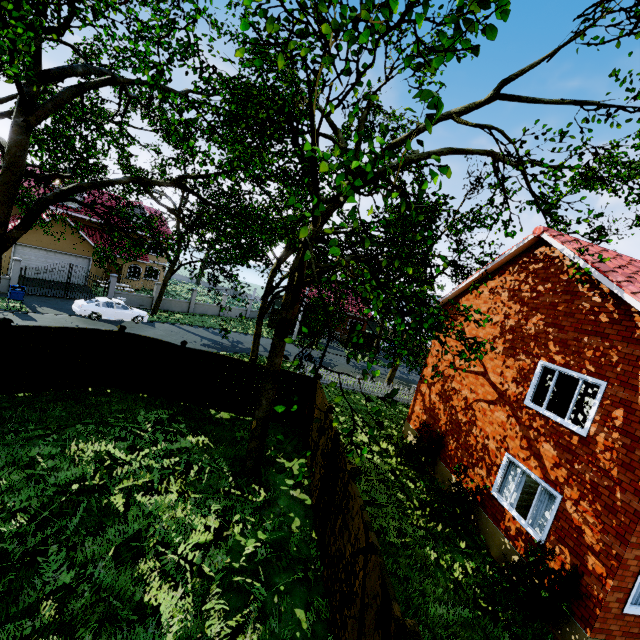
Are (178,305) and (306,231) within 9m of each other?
no

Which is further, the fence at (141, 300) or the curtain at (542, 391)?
the fence at (141, 300)

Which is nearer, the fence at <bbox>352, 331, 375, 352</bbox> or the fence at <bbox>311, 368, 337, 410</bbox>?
the fence at <bbox>311, 368, 337, 410</bbox>

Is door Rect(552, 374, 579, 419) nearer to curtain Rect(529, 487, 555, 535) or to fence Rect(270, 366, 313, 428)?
curtain Rect(529, 487, 555, 535)

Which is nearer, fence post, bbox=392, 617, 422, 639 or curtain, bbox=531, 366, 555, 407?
fence post, bbox=392, 617, 422, 639

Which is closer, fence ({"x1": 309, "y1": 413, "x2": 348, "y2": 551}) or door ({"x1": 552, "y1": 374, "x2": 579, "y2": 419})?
fence ({"x1": 309, "y1": 413, "x2": 348, "y2": 551})

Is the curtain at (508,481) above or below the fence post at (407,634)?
below

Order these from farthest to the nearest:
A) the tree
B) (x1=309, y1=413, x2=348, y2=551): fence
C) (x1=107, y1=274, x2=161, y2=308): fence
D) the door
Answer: (x1=107, y1=274, x2=161, y2=308): fence < the door < (x1=309, y1=413, x2=348, y2=551): fence < the tree
